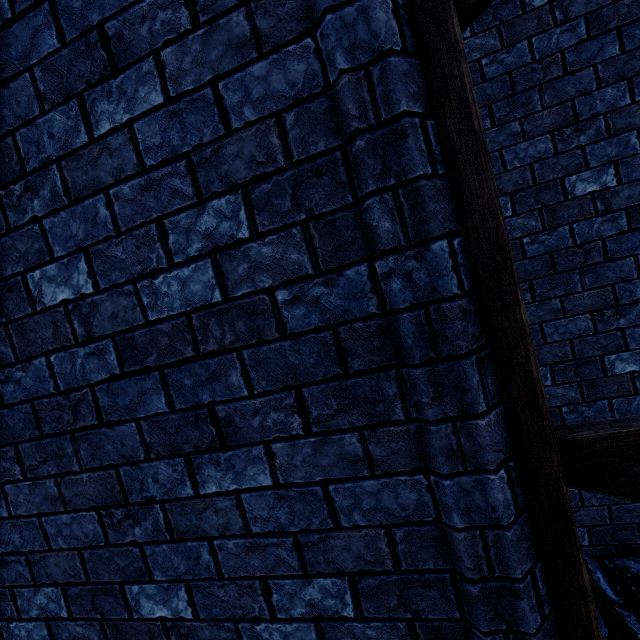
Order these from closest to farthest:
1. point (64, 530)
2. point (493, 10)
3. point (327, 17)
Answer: point (327, 17)
point (64, 530)
point (493, 10)

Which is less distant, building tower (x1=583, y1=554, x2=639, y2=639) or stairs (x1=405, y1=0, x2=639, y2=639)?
stairs (x1=405, y1=0, x2=639, y2=639)

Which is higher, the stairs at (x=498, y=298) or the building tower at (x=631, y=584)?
the stairs at (x=498, y=298)

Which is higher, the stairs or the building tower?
the stairs

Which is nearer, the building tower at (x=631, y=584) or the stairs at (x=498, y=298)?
the stairs at (x=498, y=298)
